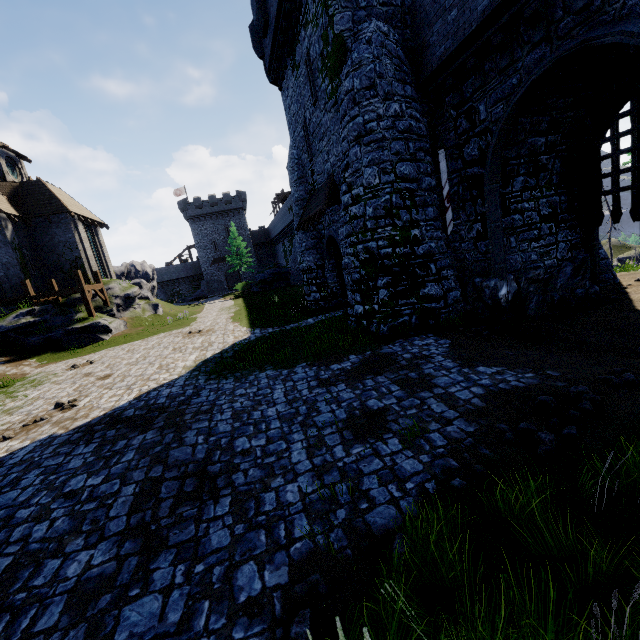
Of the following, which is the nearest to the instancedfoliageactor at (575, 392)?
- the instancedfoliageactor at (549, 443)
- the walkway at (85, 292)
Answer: the instancedfoliageactor at (549, 443)

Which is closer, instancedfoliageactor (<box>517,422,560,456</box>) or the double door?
instancedfoliageactor (<box>517,422,560,456</box>)

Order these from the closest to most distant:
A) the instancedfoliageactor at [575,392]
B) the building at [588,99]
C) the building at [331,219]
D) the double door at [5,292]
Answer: the instancedfoliageactor at [575,392] → the building at [588,99] → the building at [331,219] → the double door at [5,292]

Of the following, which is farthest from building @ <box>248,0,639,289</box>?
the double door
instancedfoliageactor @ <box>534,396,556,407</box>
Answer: the double door

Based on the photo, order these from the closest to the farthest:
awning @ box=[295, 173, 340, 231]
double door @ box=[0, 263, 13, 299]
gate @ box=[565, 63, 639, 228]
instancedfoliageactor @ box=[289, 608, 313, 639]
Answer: instancedfoliageactor @ box=[289, 608, 313, 639] → gate @ box=[565, 63, 639, 228] → awning @ box=[295, 173, 340, 231] → double door @ box=[0, 263, 13, 299]

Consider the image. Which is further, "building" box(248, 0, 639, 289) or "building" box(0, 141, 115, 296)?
"building" box(0, 141, 115, 296)

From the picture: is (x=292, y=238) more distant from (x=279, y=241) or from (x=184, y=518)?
(x=184, y=518)

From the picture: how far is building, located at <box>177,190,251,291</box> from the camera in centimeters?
5612cm
